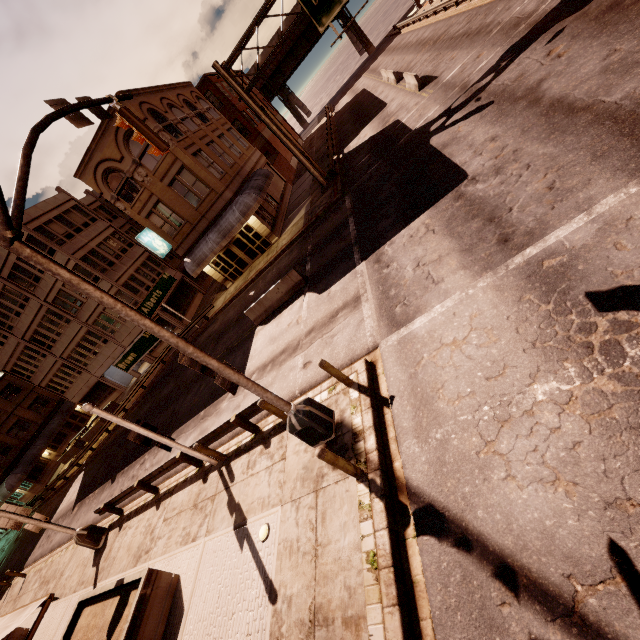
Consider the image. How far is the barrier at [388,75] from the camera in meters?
28.3 m

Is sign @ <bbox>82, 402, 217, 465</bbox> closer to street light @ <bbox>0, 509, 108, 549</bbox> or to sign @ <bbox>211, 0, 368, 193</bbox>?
street light @ <bbox>0, 509, 108, 549</bbox>

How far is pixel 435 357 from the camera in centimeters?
752cm

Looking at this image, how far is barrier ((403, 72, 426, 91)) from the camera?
21.56m

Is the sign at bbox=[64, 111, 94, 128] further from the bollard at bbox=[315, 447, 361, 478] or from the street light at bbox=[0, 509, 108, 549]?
the street light at bbox=[0, 509, 108, 549]

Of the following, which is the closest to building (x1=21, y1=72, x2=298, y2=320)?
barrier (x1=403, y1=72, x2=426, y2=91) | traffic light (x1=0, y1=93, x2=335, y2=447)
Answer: traffic light (x1=0, y1=93, x2=335, y2=447)

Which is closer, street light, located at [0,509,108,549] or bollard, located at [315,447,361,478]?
A: bollard, located at [315,447,361,478]

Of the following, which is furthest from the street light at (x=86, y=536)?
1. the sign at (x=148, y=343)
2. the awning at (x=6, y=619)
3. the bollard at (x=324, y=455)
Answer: the bollard at (x=324, y=455)
